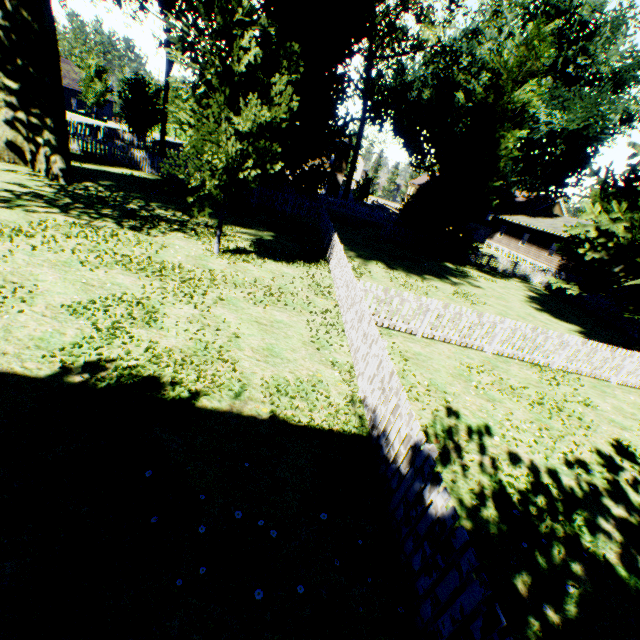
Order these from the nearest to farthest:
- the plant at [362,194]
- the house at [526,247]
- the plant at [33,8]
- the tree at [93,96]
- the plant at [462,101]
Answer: the plant at [462,101] < the plant at [33,8] < the house at [526,247] < the tree at [93,96] < the plant at [362,194]

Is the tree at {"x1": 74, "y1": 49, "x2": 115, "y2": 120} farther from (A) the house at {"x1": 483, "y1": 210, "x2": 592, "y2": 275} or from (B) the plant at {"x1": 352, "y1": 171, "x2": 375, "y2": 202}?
(A) the house at {"x1": 483, "y1": 210, "x2": 592, "y2": 275}

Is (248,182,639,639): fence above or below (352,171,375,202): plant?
below

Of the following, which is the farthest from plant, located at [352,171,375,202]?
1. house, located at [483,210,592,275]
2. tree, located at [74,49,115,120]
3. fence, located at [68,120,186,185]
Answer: house, located at [483,210,592,275]

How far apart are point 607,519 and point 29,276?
12.1 meters

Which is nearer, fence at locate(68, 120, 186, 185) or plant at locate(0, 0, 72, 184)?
plant at locate(0, 0, 72, 184)

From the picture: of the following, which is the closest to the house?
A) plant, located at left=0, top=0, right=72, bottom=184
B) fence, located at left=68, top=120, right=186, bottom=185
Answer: fence, located at left=68, top=120, right=186, bottom=185

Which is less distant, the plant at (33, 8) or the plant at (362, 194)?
the plant at (33, 8)
